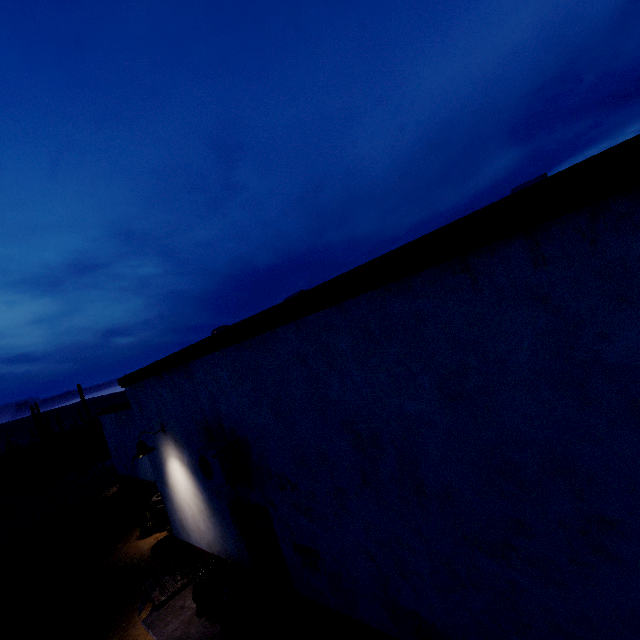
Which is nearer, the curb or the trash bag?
the curb

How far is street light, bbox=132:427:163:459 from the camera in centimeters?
663cm

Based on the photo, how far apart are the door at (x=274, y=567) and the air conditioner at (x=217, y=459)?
0.4m

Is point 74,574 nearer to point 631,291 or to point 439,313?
point 439,313

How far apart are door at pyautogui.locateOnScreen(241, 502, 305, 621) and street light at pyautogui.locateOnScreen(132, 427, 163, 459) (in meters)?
2.31

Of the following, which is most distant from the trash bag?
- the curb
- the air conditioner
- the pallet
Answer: the pallet

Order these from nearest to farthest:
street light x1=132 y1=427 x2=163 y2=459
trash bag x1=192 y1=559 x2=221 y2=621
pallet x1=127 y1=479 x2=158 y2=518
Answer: trash bag x1=192 y1=559 x2=221 y2=621, street light x1=132 y1=427 x2=163 y2=459, pallet x1=127 y1=479 x2=158 y2=518

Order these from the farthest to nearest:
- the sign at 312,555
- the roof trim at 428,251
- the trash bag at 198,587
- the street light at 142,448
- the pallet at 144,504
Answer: the pallet at 144,504 → the street light at 142,448 → the trash bag at 198,587 → the sign at 312,555 → the roof trim at 428,251
